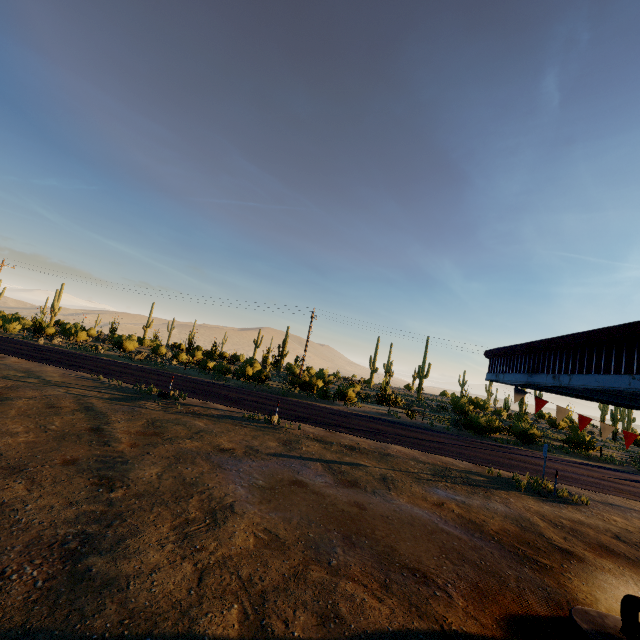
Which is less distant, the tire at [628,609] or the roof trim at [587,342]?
the roof trim at [587,342]

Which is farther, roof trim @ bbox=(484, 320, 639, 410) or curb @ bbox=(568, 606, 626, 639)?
curb @ bbox=(568, 606, 626, 639)

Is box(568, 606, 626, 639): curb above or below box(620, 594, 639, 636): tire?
below

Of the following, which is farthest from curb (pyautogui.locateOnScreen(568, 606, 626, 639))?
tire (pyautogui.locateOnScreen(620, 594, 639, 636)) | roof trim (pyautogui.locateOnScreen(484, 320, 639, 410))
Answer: roof trim (pyautogui.locateOnScreen(484, 320, 639, 410))

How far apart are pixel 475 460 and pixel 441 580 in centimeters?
1141cm

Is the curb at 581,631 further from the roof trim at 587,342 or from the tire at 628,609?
the roof trim at 587,342

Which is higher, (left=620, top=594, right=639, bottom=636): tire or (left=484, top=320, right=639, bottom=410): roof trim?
(left=484, top=320, right=639, bottom=410): roof trim
